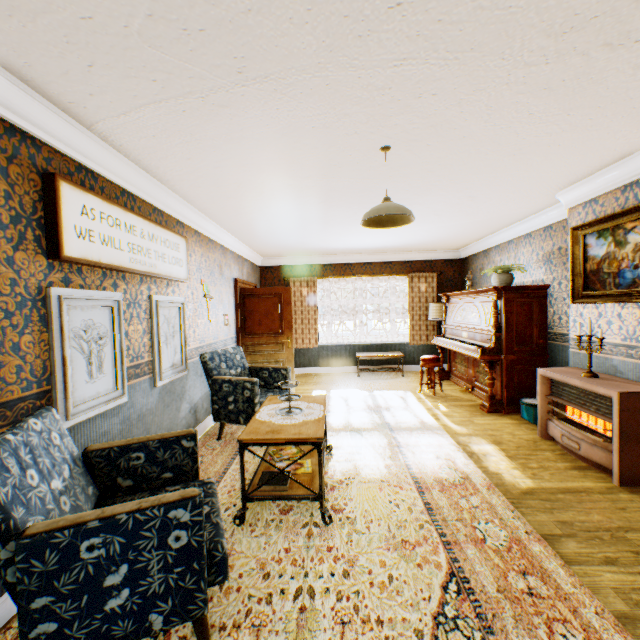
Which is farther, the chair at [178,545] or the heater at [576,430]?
the heater at [576,430]

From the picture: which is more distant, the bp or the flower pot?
the bp

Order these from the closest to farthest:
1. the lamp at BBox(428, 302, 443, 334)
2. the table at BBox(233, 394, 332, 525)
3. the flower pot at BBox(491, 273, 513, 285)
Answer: the table at BBox(233, 394, 332, 525) → the flower pot at BBox(491, 273, 513, 285) → the lamp at BBox(428, 302, 443, 334)

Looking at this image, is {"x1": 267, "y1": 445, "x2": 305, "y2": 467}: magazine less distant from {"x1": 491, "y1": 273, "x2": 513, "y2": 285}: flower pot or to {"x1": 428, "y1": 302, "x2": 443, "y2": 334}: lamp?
{"x1": 491, "y1": 273, "x2": 513, "y2": 285}: flower pot

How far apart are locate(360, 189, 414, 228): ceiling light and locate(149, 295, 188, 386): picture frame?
2.3 meters

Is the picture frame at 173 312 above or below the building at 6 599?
above

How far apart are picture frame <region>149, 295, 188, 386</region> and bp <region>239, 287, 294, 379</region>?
2.47m

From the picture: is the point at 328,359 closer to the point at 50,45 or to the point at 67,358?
the point at 67,358
